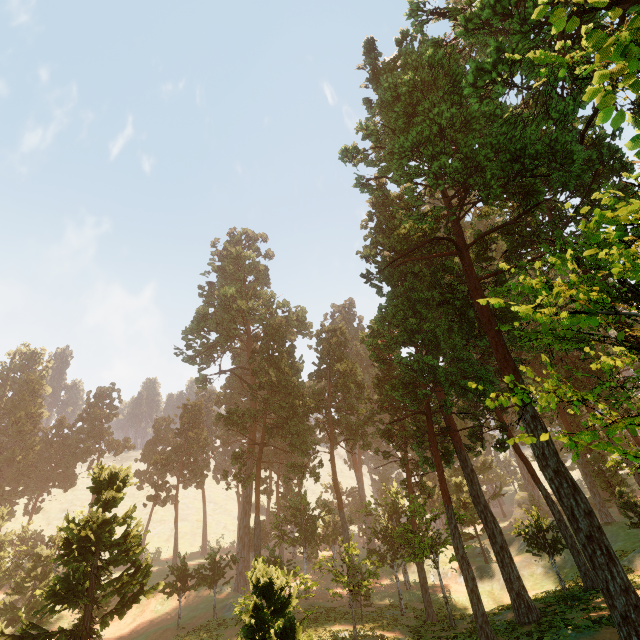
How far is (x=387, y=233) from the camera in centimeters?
3091cm
